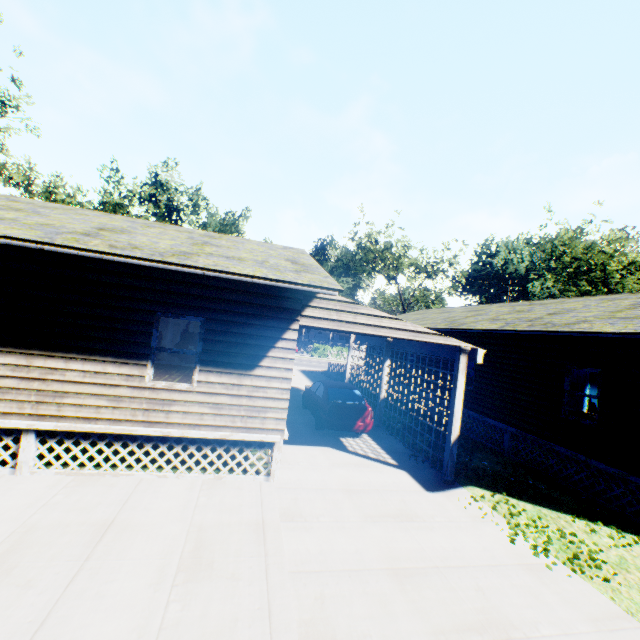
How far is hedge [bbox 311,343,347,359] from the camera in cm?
4427

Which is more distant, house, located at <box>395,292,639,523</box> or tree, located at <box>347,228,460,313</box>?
tree, located at <box>347,228,460,313</box>

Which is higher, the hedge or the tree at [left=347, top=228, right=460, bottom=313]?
the tree at [left=347, top=228, right=460, bottom=313]

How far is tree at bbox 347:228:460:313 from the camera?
45.0m

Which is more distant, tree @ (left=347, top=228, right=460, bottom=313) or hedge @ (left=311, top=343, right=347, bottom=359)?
tree @ (left=347, top=228, right=460, bottom=313)

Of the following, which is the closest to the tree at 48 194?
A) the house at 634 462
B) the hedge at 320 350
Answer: the hedge at 320 350

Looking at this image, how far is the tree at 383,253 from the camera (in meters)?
45.03

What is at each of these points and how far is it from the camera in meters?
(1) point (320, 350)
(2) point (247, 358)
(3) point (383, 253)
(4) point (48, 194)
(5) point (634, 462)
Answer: (1) hedge, 44.3
(2) house, 7.3
(3) tree, 49.4
(4) tree, 40.9
(5) house, 7.9
